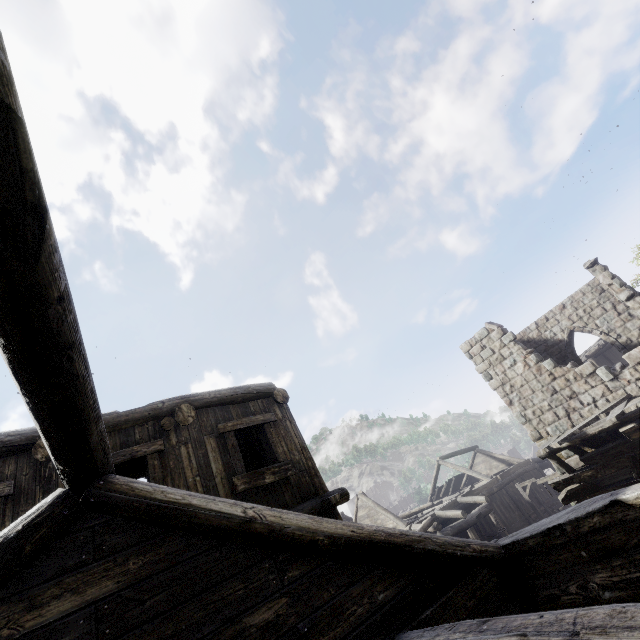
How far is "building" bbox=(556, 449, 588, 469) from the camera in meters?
11.9 m

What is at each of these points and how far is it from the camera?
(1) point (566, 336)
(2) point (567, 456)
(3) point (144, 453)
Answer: (1) building, 16.75m
(2) building, 12.17m
(3) building, 5.80m

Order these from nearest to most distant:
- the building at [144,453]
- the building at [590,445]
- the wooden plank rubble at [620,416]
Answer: the building at [144,453]
the wooden plank rubble at [620,416]
the building at [590,445]

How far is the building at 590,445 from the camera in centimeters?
1145cm

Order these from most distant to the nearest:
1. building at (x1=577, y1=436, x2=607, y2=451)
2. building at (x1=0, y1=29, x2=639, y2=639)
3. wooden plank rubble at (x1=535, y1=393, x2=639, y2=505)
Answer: building at (x1=577, y1=436, x2=607, y2=451)
wooden plank rubble at (x1=535, y1=393, x2=639, y2=505)
building at (x1=0, y1=29, x2=639, y2=639)

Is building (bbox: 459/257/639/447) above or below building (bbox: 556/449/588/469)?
above
